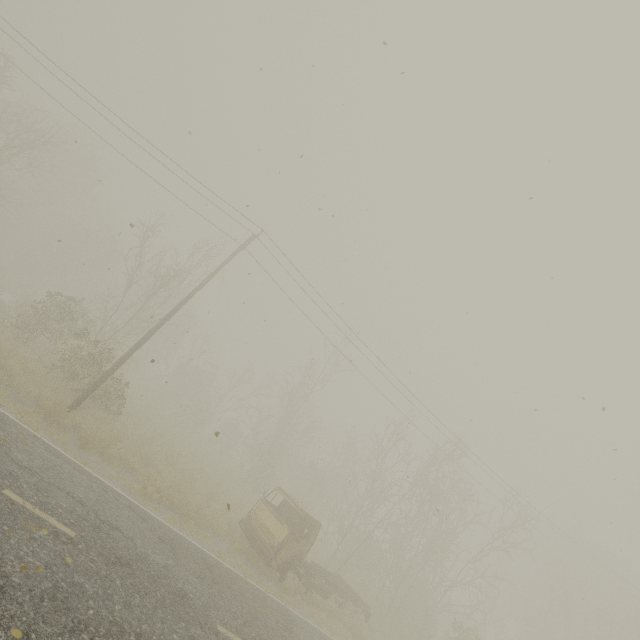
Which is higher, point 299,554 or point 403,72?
point 403,72

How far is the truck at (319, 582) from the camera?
12.46m

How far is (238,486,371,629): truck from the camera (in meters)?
12.46
